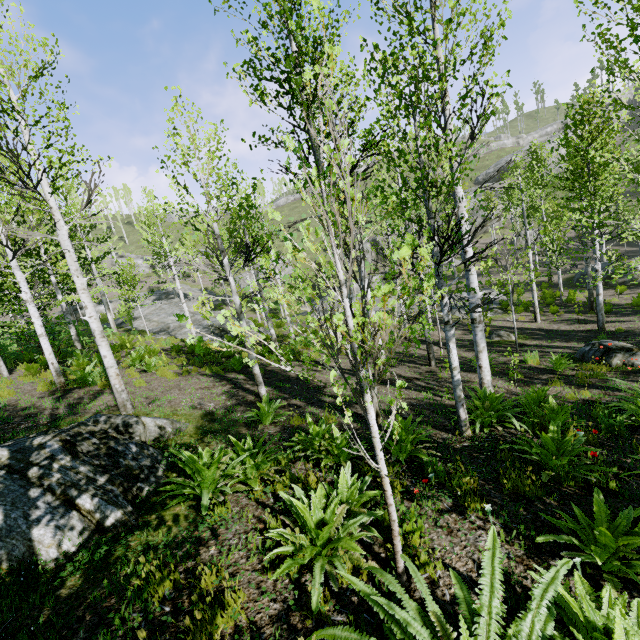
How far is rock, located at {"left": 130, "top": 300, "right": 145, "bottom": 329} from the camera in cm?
2571

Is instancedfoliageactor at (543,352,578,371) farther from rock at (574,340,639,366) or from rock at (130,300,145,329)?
rock at (574,340,639,366)

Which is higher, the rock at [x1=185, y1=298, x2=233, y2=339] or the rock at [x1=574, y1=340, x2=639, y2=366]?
the rock at [x1=185, y1=298, x2=233, y2=339]

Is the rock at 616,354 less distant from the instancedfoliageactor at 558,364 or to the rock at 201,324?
the instancedfoliageactor at 558,364

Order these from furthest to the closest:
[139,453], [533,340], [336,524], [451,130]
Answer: [533,340] < [451,130] < [139,453] < [336,524]

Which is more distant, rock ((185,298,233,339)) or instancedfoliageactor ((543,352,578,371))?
rock ((185,298,233,339))

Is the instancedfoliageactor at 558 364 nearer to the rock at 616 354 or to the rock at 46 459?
the rock at 46 459
